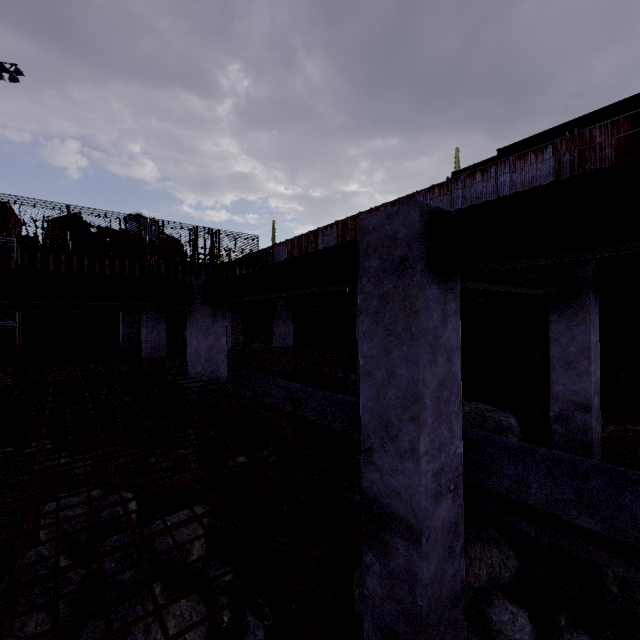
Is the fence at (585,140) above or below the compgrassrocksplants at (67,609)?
above

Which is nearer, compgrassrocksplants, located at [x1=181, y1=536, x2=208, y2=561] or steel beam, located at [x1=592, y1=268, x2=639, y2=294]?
compgrassrocksplants, located at [x1=181, y1=536, x2=208, y2=561]

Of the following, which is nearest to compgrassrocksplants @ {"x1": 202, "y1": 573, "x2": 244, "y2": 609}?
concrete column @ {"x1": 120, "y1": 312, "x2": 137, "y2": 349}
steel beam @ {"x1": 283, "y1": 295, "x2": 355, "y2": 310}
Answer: steel beam @ {"x1": 283, "y1": 295, "x2": 355, "y2": 310}

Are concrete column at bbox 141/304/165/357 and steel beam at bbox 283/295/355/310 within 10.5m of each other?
yes

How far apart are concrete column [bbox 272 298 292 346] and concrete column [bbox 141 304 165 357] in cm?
436

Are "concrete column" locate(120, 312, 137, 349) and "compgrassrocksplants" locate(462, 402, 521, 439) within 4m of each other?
no

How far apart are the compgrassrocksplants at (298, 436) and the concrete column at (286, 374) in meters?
3.4

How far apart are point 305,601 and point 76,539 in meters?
3.5
